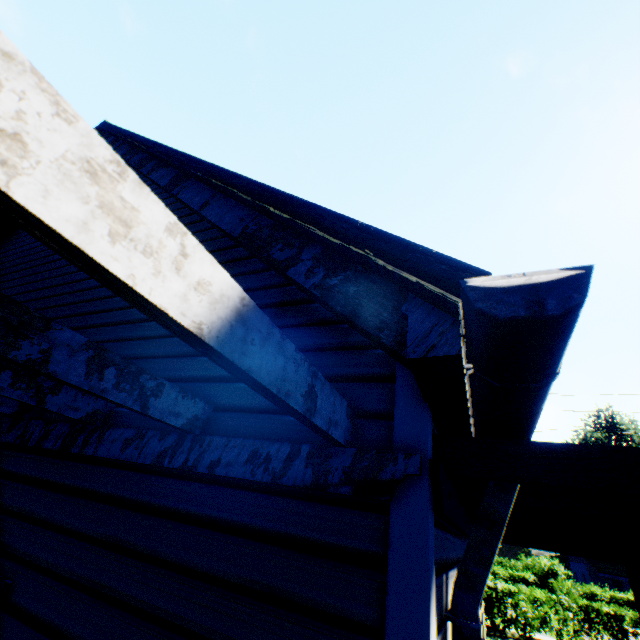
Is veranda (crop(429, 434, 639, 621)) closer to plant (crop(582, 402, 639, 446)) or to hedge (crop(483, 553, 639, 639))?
hedge (crop(483, 553, 639, 639))

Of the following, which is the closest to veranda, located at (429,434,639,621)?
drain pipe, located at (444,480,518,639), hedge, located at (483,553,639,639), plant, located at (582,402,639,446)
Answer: drain pipe, located at (444,480,518,639)

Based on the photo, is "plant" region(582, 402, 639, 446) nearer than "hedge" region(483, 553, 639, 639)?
No

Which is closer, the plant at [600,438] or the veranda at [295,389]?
the veranda at [295,389]

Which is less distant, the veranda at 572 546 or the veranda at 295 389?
the veranda at 295 389

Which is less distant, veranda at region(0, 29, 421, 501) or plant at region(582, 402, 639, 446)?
veranda at region(0, 29, 421, 501)

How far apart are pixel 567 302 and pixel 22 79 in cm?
98

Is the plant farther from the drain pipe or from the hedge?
the drain pipe
